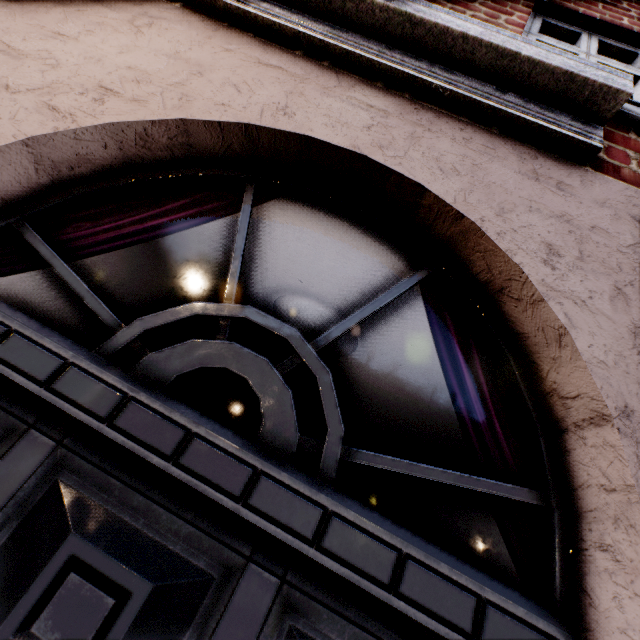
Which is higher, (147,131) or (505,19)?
(505,19)
